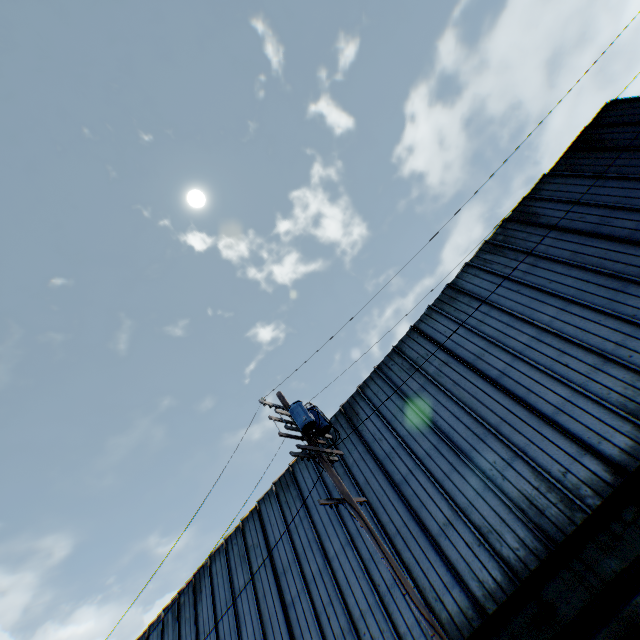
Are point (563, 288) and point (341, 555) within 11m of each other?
no

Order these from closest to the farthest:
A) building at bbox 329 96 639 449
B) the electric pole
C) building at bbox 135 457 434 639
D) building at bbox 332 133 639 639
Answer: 1. the electric pole
2. building at bbox 332 133 639 639
3. building at bbox 135 457 434 639
4. building at bbox 329 96 639 449

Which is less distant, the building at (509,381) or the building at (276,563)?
the building at (509,381)

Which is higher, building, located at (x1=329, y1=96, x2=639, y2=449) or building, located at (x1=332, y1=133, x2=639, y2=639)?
building, located at (x1=329, y1=96, x2=639, y2=449)

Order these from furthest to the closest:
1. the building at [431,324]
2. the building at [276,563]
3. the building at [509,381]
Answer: the building at [431,324], the building at [276,563], the building at [509,381]

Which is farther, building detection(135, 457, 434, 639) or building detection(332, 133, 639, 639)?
building detection(135, 457, 434, 639)

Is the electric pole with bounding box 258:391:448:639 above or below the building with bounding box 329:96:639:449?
below
